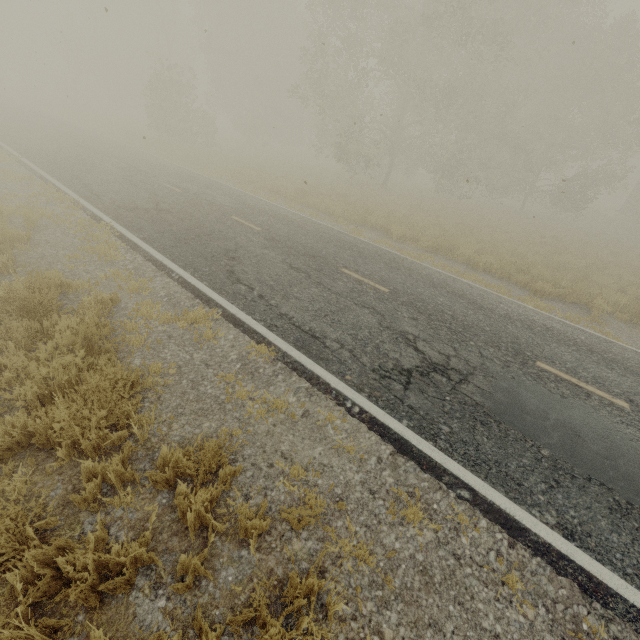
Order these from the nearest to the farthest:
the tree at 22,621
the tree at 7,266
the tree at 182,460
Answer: the tree at 22,621, the tree at 182,460, the tree at 7,266

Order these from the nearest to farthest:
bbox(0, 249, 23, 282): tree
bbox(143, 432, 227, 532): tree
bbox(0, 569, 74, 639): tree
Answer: bbox(0, 569, 74, 639): tree → bbox(143, 432, 227, 532): tree → bbox(0, 249, 23, 282): tree

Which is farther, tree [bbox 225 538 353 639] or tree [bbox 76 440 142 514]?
tree [bbox 76 440 142 514]

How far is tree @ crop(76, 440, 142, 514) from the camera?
3.1 meters

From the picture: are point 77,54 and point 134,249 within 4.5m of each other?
no

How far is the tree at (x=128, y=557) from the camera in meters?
2.5 m
